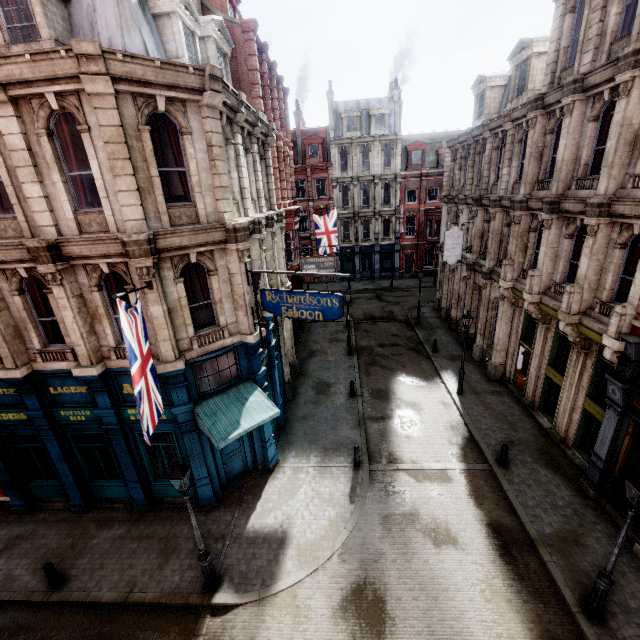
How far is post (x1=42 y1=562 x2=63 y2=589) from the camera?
9.6 meters

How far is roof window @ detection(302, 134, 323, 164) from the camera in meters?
37.2 m

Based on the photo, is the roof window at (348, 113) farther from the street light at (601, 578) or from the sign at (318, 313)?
the street light at (601, 578)

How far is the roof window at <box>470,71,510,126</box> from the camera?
19.7 meters

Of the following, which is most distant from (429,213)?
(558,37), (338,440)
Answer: (338,440)

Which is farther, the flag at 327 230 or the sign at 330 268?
the flag at 327 230

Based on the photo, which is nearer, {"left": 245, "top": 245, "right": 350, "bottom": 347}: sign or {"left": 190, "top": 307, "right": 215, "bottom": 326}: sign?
{"left": 245, "top": 245, "right": 350, "bottom": 347}: sign

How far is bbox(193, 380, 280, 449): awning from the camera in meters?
10.0 m
